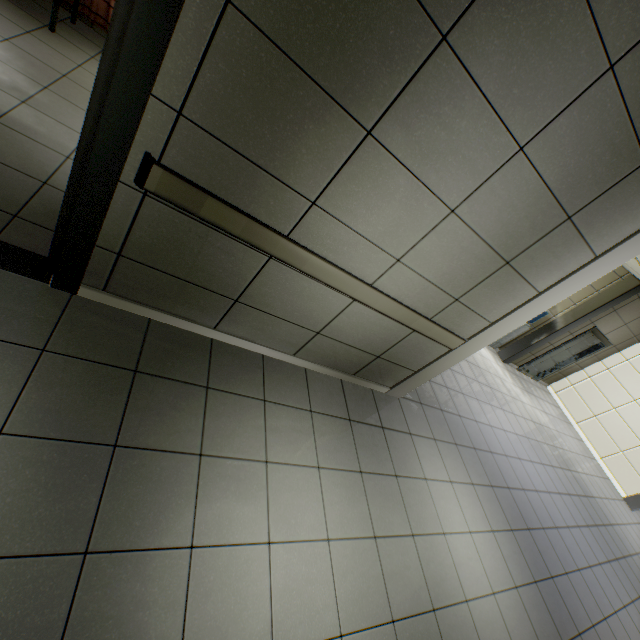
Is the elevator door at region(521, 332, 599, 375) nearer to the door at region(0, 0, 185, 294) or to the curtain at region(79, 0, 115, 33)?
the curtain at region(79, 0, 115, 33)

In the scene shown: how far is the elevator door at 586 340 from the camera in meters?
8.7 m

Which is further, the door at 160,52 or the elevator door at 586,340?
the elevator door at 586,340

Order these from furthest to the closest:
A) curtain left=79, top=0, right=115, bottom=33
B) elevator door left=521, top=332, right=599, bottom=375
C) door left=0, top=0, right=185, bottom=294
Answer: elevator door left=521, top=332, right=599, bottom=375 < curtain left=79, top=0, right=115, bottom=33 < door left=0, top=0, right=185, bottom=294

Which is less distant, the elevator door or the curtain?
the curtain

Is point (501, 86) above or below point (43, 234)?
above
